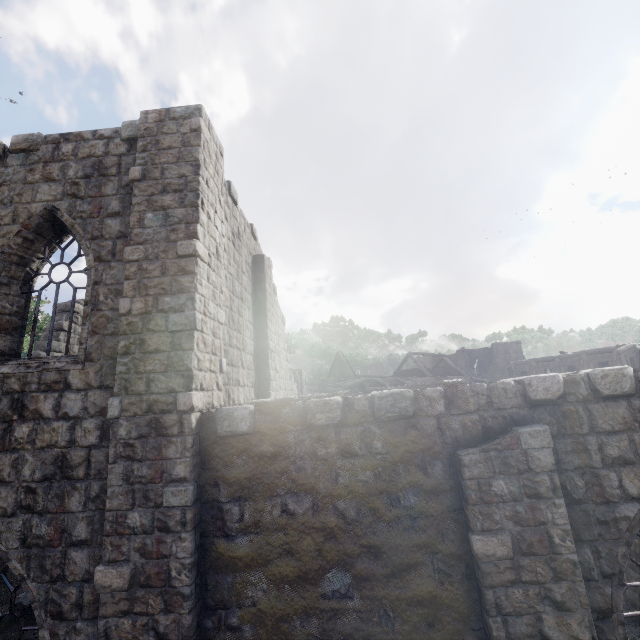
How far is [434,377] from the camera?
34.9 meters
